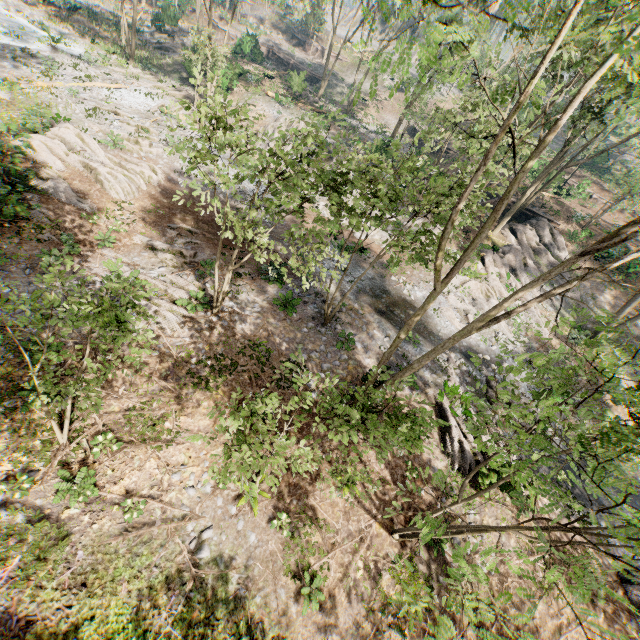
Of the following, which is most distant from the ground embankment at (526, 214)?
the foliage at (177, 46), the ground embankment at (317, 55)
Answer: the ground embankment at (317, 55)

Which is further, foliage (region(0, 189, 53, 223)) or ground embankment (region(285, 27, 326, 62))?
ground embankment (region(285, 27, 326, 62))

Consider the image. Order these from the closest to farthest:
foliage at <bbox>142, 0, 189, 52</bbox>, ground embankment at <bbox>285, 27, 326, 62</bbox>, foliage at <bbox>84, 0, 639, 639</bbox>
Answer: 1. foliage at <bbox>84, 0, 639, 639</bbox>
2. foliage at <bbox>142, 0, 189, 52</bbox>
3. ground embankment at <bbox>285, 27, 326, 62</bbox>

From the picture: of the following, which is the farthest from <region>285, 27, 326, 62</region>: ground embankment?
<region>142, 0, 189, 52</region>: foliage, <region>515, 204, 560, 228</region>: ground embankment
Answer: <region>515, 204, 560, 228</region>: ground embankment

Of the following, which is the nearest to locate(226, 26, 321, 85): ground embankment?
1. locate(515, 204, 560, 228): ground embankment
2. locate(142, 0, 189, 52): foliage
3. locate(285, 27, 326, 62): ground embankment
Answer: locate(142, 0, 189, 52): foliage

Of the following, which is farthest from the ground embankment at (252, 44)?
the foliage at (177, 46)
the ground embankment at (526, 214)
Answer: the ground embankment at (526, 214)

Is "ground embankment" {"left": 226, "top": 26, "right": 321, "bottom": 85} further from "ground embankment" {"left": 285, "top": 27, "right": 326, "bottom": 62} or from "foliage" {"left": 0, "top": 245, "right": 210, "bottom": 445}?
"ground embankment" {"left": 285, "top": 27, "right": 326, "bottom": 62}

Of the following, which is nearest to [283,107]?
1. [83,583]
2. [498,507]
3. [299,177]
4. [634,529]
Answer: [299,177]
